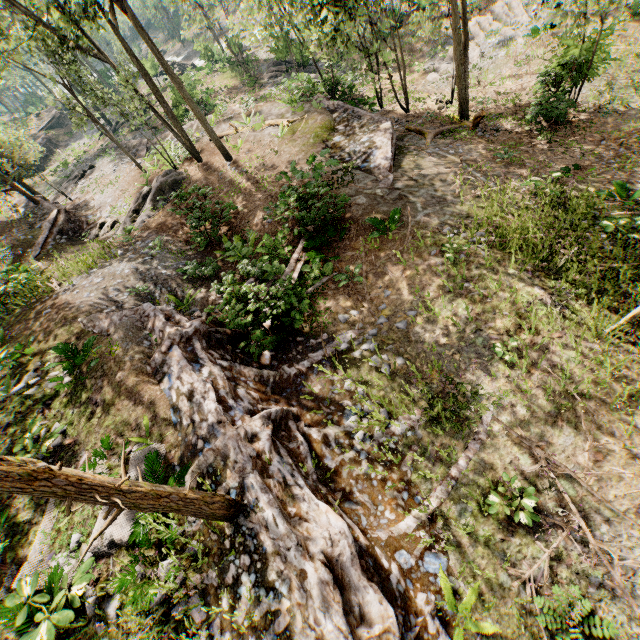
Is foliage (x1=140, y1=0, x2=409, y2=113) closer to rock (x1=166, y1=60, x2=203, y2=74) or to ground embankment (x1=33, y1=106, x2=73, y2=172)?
rock (x1=166, y1=60, x2=203, y2=74)

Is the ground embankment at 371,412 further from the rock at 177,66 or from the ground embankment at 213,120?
the rock at 177,66

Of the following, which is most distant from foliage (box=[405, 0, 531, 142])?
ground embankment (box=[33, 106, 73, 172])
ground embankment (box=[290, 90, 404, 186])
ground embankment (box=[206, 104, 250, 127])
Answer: ground embankment (box=[33, 106, 73, 172])

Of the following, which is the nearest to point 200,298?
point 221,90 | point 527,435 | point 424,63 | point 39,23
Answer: point 527,435

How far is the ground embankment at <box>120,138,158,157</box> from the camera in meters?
24.2

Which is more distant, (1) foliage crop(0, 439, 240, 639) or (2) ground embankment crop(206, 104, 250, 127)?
(2) ground embankment crop(206, 104, 250, 127)

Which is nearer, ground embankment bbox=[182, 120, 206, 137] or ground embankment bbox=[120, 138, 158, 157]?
ground embankment bbox=[182, 120, 206, 137]

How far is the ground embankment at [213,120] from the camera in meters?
20.3
